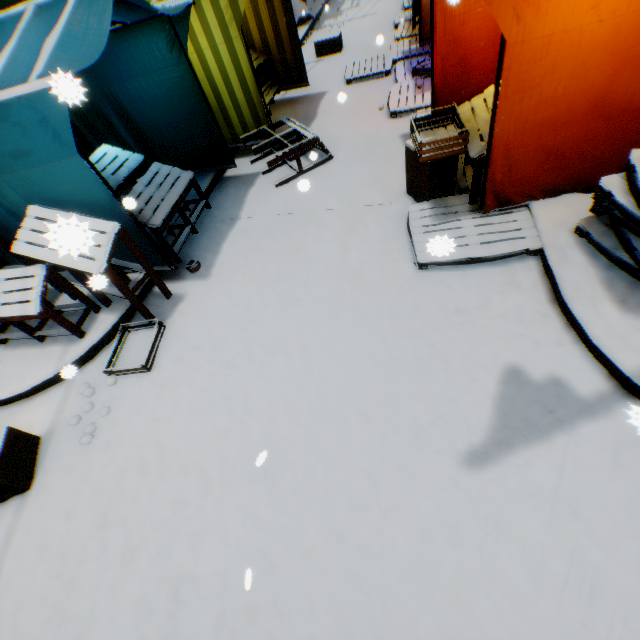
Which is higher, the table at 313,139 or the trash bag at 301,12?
the table at 313,139

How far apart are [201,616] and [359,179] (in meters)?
5.18

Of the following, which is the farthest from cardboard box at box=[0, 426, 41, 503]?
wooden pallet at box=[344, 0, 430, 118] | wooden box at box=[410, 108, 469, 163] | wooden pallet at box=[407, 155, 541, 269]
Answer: wooden pallet at box=[344, 0, 430, 118]

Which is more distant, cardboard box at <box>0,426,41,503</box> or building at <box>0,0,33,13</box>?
building at <box>0,0,33,13</box>

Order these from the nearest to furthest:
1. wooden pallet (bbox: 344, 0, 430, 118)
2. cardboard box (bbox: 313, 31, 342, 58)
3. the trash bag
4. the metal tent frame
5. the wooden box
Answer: the metal tent frame, the wooden box, wooden pallet (bbox: 344, 0, 430, 118), cardboard box (bbox: 313, 31, 342, 58), the trash bag

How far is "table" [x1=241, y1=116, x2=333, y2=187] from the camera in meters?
5.1

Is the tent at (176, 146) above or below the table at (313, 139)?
above

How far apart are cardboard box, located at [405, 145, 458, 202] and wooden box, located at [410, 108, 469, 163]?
0.0m
